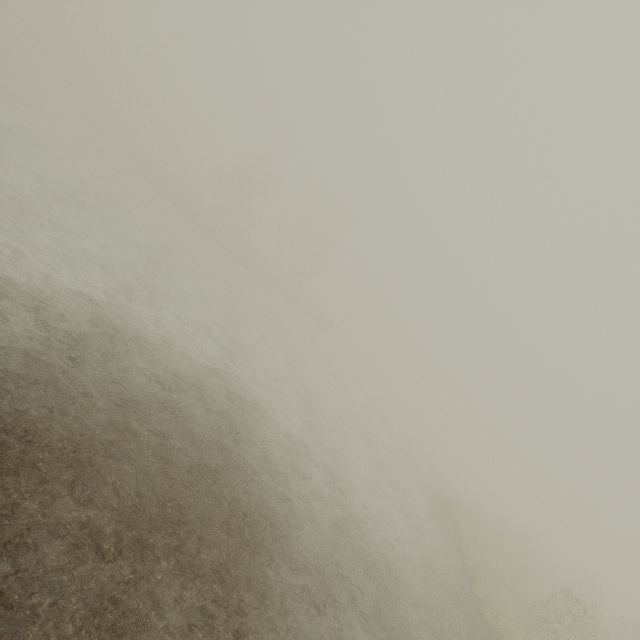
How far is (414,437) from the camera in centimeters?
3067cm
